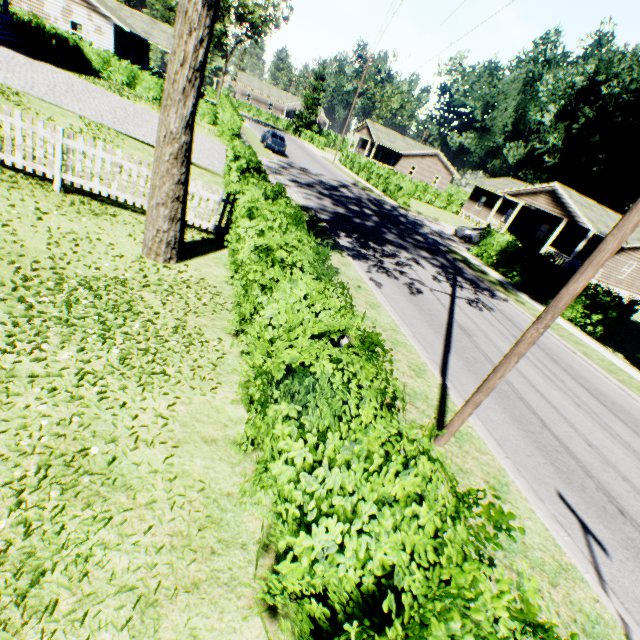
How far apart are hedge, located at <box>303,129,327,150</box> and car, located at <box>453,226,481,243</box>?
37.4m

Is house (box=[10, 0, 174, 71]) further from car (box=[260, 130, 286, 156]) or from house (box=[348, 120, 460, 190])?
house (box=[348, 120, 460, 190])

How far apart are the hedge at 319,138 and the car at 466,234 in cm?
3740

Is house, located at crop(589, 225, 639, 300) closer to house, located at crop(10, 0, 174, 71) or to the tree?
the tree

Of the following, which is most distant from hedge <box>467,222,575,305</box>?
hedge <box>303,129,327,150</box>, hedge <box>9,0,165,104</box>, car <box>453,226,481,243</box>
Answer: hedge <box>303,129,327,150</box>

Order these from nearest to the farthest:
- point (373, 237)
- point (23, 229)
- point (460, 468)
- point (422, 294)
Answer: point (460, 468) → point (23, 229) → point (422, 294) → point (373, 237)

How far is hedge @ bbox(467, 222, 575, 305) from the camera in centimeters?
1752cm

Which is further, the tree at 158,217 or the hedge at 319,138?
the hedge at 319,138
